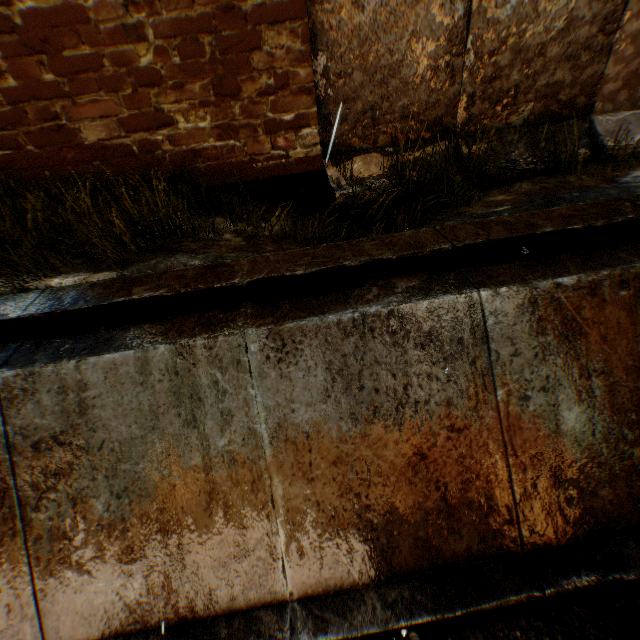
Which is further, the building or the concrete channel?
the building

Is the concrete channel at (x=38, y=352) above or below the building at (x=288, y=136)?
below

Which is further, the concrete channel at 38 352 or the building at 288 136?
the building at 288 136

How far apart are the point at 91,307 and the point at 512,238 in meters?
4.3

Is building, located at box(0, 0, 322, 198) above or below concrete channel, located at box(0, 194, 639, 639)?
above
